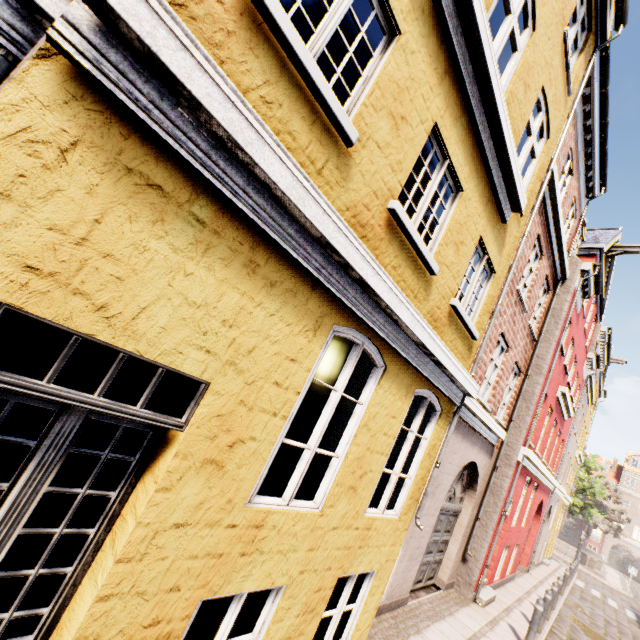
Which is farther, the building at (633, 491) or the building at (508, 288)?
the building at (633, 491)

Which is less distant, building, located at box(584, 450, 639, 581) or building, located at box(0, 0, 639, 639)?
building, located at box(0, 0, 639, 639)

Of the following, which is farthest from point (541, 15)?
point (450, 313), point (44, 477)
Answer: point (44, 477)
